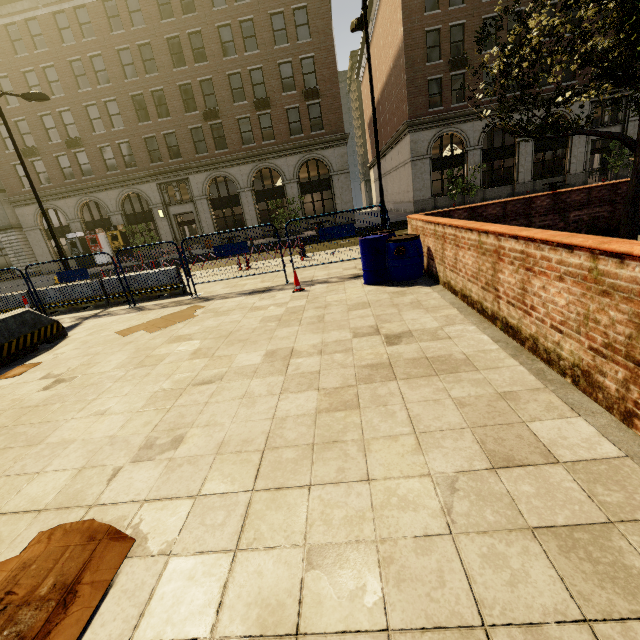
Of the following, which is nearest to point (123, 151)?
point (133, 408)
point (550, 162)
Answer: point (133, 408)

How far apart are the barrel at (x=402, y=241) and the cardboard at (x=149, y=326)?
3.8 meters

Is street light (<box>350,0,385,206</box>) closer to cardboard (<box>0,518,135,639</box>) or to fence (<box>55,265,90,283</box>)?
fence (<box>55,265,90,283</box>)

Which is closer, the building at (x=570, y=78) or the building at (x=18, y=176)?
the building at (x=570, y=78)

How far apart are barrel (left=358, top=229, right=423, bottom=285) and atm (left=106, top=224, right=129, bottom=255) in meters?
27.9

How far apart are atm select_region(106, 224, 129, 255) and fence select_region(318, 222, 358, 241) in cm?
2582

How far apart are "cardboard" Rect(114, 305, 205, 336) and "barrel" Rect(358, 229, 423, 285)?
3.77m

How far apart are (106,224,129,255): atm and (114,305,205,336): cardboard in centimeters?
2533cm
